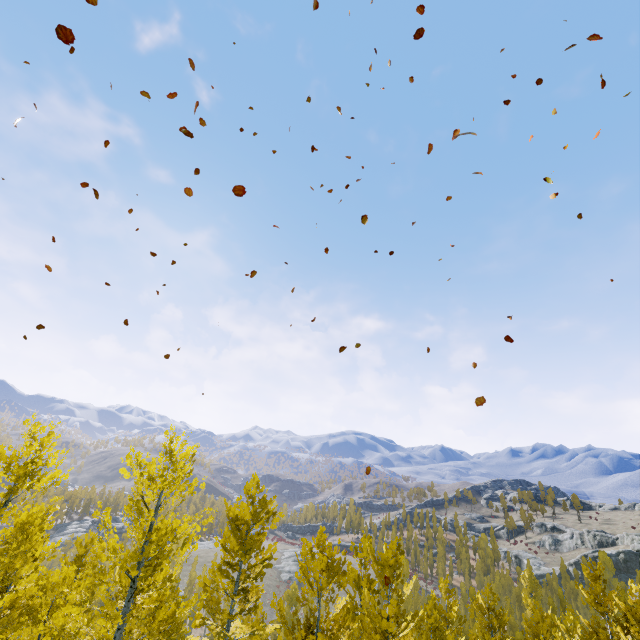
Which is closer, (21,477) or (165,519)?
(21,477)
